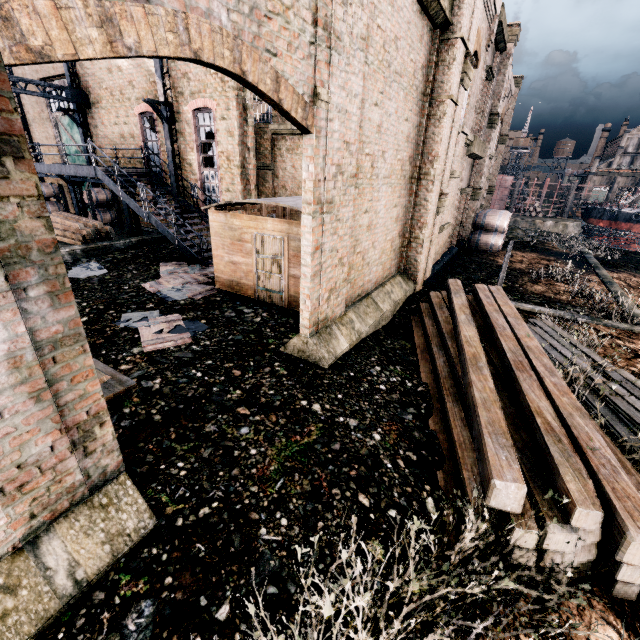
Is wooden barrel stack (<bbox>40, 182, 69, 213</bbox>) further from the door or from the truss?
the truss

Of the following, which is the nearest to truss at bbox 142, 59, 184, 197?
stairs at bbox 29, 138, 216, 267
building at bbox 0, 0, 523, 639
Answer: stairs at bbox 29, 138, 216, 267

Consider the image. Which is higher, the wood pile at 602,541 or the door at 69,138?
the door at 69,138

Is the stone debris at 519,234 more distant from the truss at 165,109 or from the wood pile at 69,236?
the wood pile at 69,236

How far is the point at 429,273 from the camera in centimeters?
1509cm

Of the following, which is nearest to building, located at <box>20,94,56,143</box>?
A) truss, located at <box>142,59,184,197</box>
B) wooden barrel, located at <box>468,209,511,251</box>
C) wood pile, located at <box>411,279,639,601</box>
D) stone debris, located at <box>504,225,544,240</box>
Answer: truss, located at <box>142,59,184,197</box>

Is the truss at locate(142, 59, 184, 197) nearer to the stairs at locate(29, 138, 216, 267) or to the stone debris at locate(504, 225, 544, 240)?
the stairs at locate(29, 138, 216, 267)

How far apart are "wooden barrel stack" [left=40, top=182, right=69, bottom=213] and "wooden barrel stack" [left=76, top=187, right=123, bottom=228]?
4.53m
